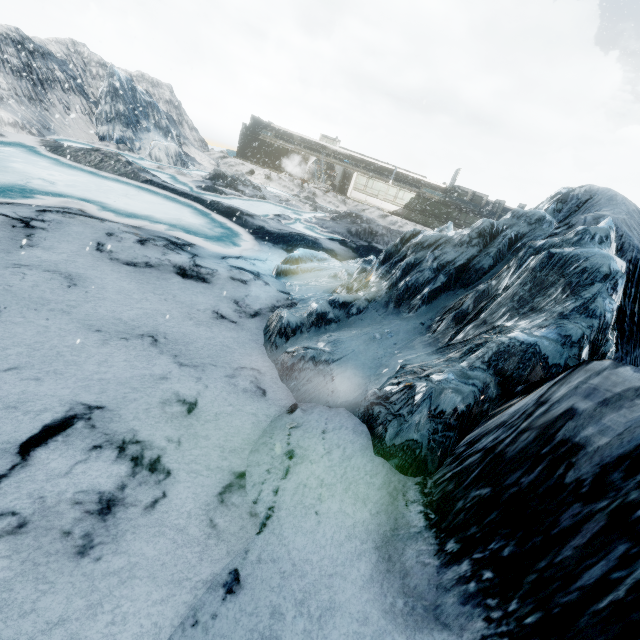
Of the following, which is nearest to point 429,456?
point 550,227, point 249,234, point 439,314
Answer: point 439,314
